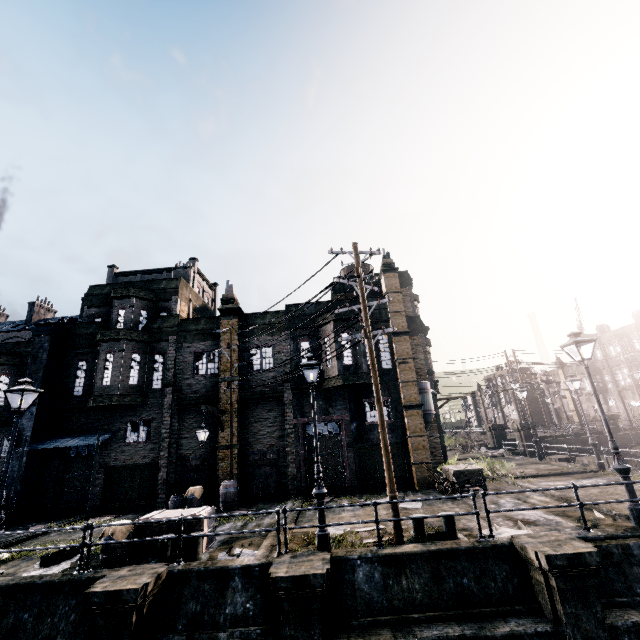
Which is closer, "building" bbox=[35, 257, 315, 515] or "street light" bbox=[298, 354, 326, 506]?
"street light" bbox=[298, 354, 326, 506]

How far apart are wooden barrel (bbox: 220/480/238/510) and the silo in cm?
1127

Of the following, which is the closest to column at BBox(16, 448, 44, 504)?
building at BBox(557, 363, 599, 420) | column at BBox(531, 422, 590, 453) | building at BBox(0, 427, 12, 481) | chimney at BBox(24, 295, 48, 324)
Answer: building at BBox(0, 427, 12, 481)

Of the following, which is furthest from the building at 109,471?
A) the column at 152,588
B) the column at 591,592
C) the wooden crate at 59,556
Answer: the column at 591,592

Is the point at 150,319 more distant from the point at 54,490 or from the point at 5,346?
the point at 54,490

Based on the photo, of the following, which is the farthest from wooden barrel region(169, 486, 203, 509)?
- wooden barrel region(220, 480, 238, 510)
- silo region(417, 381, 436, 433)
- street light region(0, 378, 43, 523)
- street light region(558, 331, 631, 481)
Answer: street light region(558, 331, 631, 481)

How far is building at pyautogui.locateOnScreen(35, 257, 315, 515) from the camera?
18.8 meters

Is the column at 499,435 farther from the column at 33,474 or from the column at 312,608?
the column at 33,474
